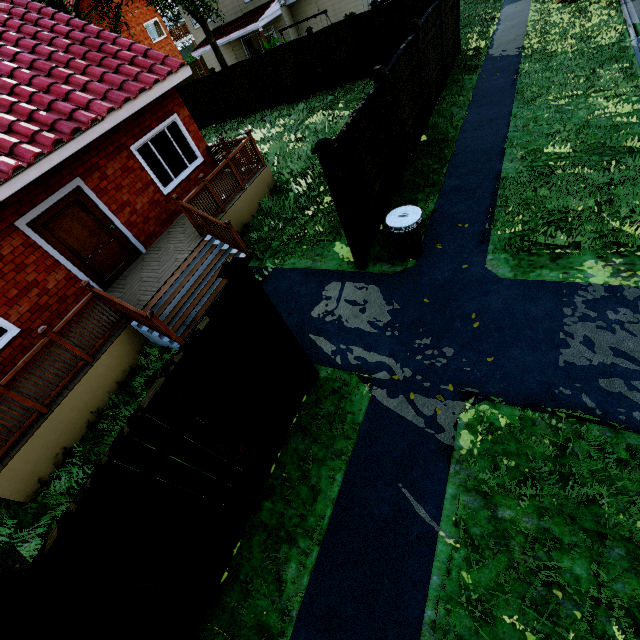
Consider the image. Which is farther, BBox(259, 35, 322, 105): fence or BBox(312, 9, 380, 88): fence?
BBox(259, 35, 322, 105): fence

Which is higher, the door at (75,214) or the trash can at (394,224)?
the door at (75,214)

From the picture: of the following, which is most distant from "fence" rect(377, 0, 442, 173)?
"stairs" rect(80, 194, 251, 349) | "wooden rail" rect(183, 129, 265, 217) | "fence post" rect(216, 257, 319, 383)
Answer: "wooden rail" rect(183, 129, 265, 217)

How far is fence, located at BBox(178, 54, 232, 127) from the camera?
→ 17.9 meters

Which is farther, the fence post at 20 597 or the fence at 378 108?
the fence at 378 108

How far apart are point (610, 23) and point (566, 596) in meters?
16.0

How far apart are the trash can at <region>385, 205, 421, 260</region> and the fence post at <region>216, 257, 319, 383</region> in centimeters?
287cm

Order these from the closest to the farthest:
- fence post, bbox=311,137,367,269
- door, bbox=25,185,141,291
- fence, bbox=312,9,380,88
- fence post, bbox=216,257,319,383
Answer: fence post, bbox=216,257,319,383 < fence post, bbox=311,137,367,269 < door, bbox=25,185,141,291 < fence, bbox=312,9,380,88
